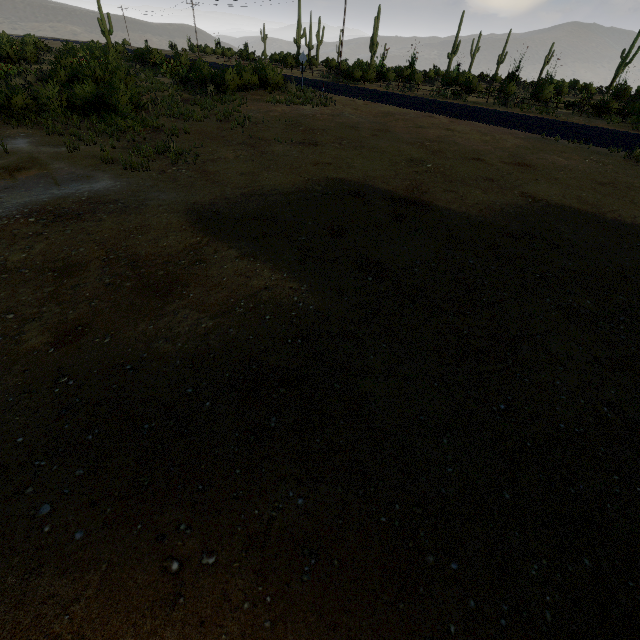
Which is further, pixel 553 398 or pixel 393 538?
pixel 553 398
